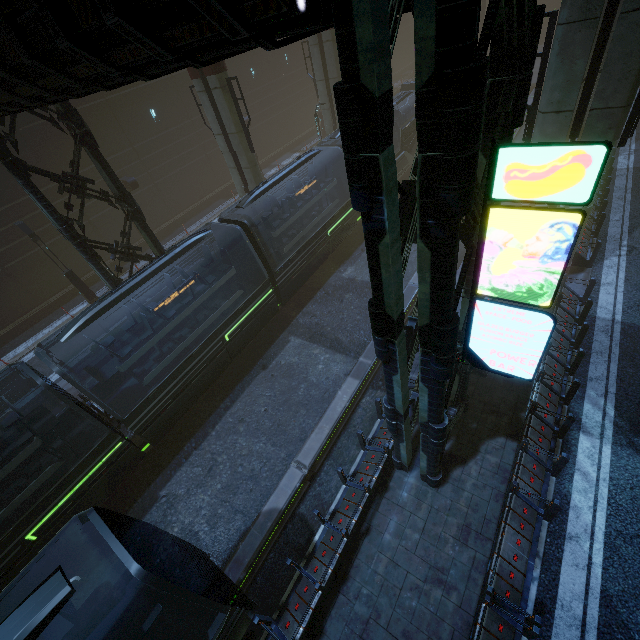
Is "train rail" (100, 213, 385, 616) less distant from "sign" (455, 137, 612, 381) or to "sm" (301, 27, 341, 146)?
"sm" (301, 27, 341, 146)

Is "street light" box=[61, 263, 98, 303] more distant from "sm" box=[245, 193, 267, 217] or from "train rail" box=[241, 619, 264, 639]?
"sm" box=[245, 193, 267, 217]

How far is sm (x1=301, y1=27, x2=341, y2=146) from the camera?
21.2m

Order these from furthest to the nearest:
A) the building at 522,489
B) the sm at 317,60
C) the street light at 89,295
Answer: the sm at 317,60 < the street light at 89,295 < the building at 522,489

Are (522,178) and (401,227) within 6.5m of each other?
yes

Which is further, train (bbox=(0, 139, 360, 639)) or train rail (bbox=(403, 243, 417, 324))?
train rail (bbox=(403, 243, 417, 324))

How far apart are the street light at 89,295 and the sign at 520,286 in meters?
22.4
